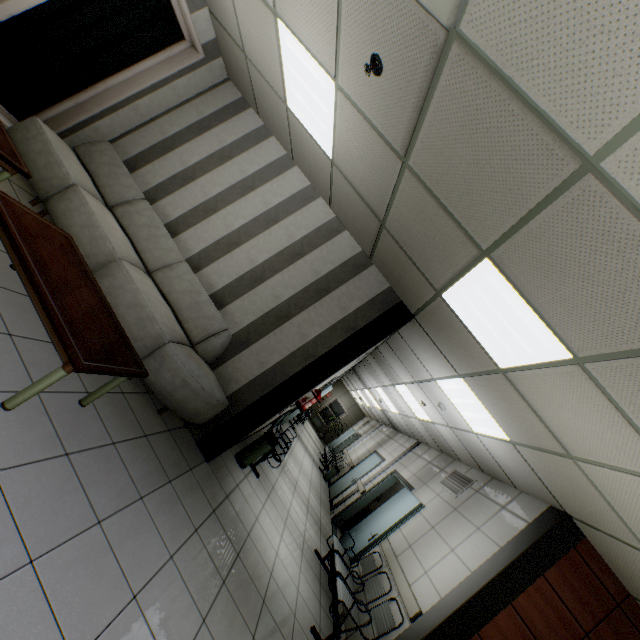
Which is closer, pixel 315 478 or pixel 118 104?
pixel 118 104

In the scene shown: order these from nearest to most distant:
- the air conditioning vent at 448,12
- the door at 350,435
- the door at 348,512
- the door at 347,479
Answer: the air conditioning vent at 448,12, the door at 348,512, the door at 347,479, the door at 350,435

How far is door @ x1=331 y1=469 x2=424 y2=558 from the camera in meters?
5.8

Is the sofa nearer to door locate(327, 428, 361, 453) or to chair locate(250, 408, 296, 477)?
chair locate(250, 408, 296, 477)

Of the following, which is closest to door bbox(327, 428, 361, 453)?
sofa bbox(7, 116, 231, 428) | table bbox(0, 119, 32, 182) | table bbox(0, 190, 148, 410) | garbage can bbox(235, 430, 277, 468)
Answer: garbage can bbox(235, 430, 277, 468)

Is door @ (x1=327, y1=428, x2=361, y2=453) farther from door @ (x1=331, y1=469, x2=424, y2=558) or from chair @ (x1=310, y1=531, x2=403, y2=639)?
chair @ (x1=310, y1=531, x2=403, y2=639)

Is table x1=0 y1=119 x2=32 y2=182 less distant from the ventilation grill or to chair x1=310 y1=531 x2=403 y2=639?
chair x1=310 y1=531 x2=403 y2=639

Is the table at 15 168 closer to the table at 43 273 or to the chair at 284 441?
the table at 43 273
